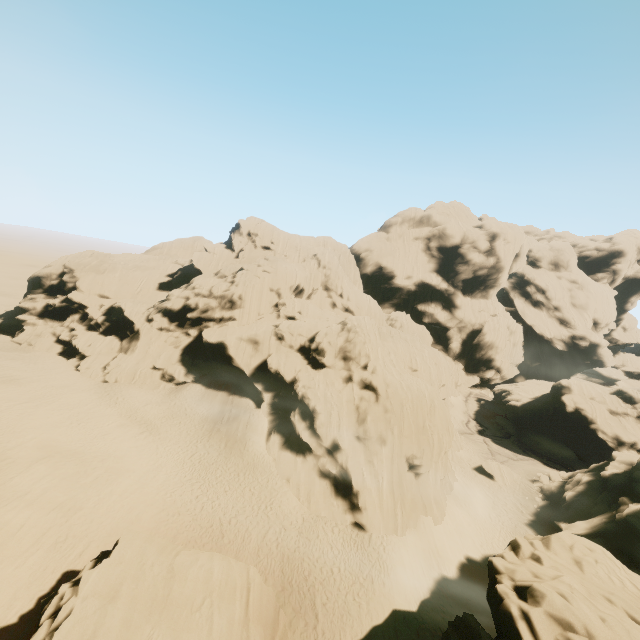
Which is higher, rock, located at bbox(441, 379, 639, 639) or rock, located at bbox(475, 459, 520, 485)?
rock, located at bbox(441, 379, 639, 639)

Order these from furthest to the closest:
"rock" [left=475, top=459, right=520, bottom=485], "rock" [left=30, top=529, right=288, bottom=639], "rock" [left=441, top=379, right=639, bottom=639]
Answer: "rock" [left=475, top=459, right=520, bottom=485] → "rock" [left=30, top=529, right=288, bottom=639] → "rock" [left=441, top=379, right=639, bottom=639]

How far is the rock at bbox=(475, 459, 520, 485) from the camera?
38.9m

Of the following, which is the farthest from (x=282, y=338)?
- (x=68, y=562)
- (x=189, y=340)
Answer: (x=68, y=562)

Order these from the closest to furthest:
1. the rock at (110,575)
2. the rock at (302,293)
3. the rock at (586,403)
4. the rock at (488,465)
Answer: the rock at (586,403)
the rock at (110,575)
the rock at (302,293)
the rock at (488,465)

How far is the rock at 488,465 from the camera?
38.94m

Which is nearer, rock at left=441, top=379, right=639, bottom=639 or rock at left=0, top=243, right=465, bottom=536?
rock at left=441, top=379, right=639, bottom=639

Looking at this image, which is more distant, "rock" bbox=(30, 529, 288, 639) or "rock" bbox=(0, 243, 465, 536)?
"rock" bbox=(0, 243, 465, 536)
